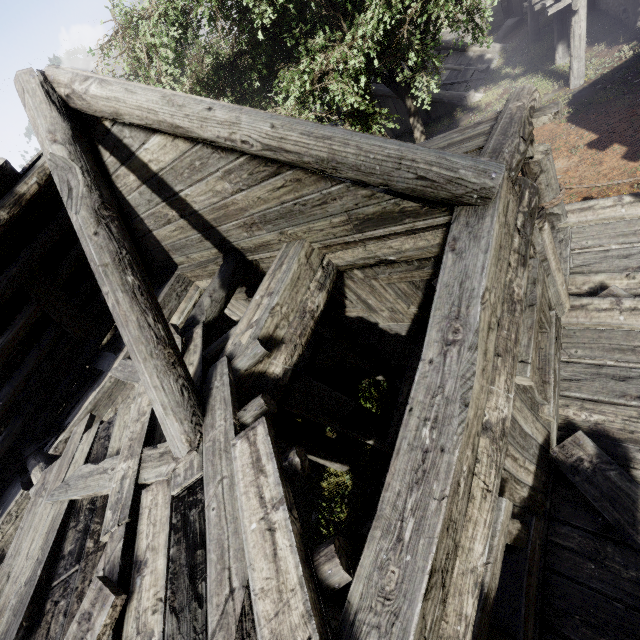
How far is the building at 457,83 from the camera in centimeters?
1636cm

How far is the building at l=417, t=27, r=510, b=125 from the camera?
16.36m

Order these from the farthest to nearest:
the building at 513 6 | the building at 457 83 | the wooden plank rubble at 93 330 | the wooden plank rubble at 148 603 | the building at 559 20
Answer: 1. the building at 513 6
2. the building at 457 83
3. the building at 559 20
4. the wooden plank rubble at 93 330
5. the wooden plank rubble at 148 603

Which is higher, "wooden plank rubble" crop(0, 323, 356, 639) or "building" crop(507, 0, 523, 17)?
"wooden plank rubble" crop(0, 323, 356, 639)

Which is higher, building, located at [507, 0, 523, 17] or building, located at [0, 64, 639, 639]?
building, located at [0, 64, 639, 639]

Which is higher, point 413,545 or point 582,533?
point 413,545

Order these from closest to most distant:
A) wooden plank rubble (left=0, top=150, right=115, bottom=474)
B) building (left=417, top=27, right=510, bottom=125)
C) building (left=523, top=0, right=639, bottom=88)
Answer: wooden plank rubble (left=0, top=150, right=115, bottom=474)
building (left=523, top=0, right=639, bottom=88)
building (left=417, top=27, right=510, bottom=125)
